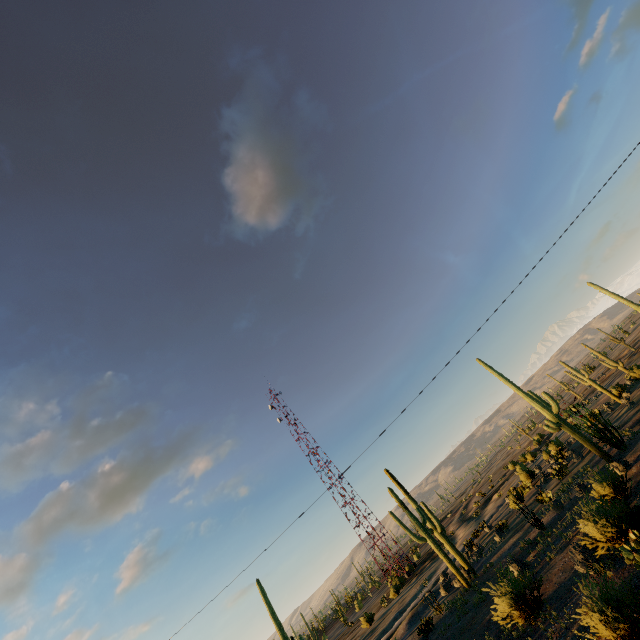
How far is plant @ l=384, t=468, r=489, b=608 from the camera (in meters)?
23.13

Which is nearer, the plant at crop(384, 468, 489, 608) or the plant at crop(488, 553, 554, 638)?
the plant at crop(488, 553, 554, 638)

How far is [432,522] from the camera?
27.7 meters

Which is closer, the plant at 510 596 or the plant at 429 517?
the plant at 510 596

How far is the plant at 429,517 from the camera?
23.1m
